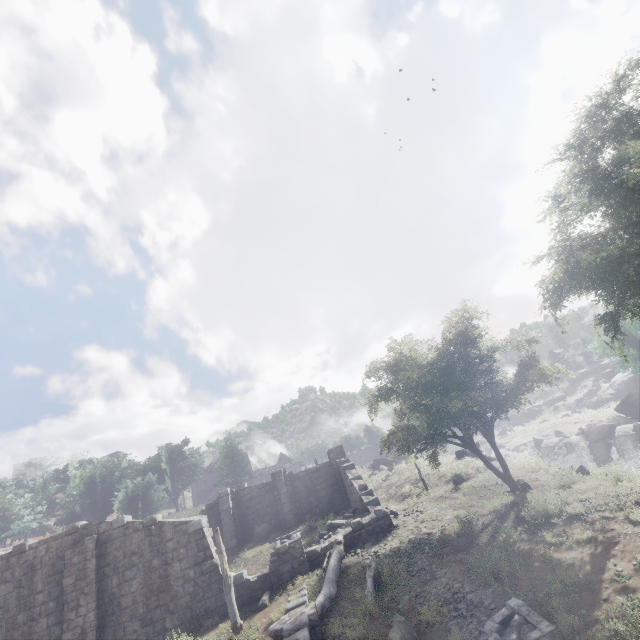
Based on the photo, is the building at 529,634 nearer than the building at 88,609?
Yes

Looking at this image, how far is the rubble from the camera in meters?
15.6

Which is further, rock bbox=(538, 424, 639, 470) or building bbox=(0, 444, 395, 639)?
rock bbox=(538, 424, 639, 470)

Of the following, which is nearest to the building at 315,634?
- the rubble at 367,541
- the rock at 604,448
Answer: the rubble at 367,541

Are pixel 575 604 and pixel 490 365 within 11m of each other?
yes

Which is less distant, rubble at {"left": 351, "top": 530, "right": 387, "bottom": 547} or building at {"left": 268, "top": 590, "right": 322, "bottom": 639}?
building at {"left": 268, "top": 590, "right": 322, "bottom": 639}

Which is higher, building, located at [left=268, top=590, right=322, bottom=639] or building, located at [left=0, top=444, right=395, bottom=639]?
building, located at [left=0, top=444, right=395, bottom=639]

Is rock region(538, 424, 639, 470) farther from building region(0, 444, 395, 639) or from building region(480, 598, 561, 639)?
building region(480, 598, 561, 639)
